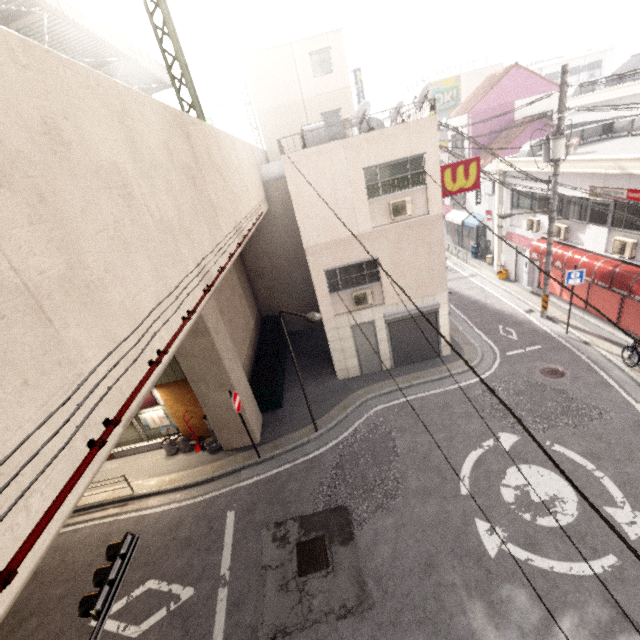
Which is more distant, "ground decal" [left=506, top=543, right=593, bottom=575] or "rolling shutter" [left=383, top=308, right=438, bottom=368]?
"rolling shutter" [left=383, top=308, right=438, bottom=368]

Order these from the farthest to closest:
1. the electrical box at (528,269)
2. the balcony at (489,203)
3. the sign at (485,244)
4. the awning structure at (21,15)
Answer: the sign at (485,244)
the balcony at (489,203)
the electrical box at (528,269)
the awning structure at (21,15)

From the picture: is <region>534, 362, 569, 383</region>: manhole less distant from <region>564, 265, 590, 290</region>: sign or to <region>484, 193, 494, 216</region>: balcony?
<region>564, 265, 590, 290</region>: sign

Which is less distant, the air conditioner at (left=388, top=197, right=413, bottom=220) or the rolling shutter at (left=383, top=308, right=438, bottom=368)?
the air conditioner at (left=388, top=197, right=413, bottom=220)

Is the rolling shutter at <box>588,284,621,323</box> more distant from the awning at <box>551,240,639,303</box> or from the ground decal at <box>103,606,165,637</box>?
the ground decal at <box>103,606,165,637</box>

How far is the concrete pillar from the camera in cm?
989

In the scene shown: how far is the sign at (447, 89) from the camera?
25.5m

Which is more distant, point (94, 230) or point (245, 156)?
point (245, 156)
